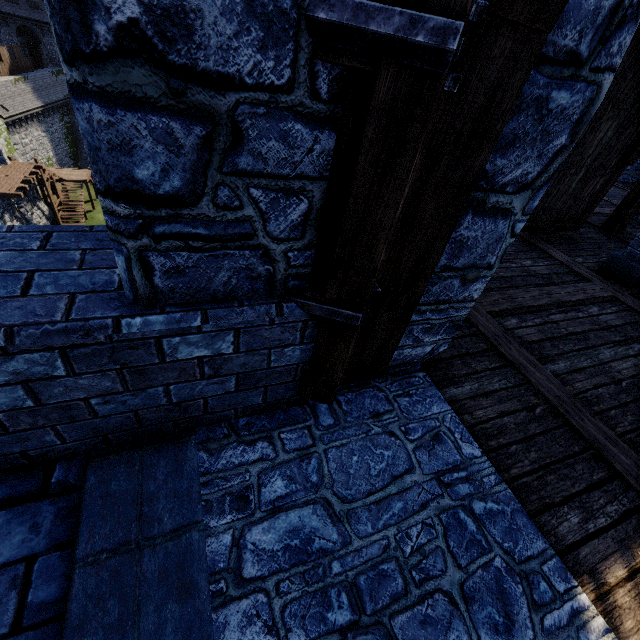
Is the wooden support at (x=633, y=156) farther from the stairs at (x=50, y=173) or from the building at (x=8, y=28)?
the building at (x=8, y=28)

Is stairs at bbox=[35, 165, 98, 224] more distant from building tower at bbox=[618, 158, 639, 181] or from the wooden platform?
building tower at bbox=[618, 158, 639, 181]

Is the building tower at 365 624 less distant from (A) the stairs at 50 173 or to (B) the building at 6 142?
(B) the building at 6 142

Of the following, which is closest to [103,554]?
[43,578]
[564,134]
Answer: [43,578]

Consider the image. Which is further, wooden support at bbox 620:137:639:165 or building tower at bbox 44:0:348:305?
wooden support at bbox 620:137:639:165

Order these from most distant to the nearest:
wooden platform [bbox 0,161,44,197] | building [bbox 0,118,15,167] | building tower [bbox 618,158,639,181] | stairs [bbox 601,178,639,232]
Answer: building [bbox 0,118,15,167]
wooden platform [bbox 0,161,44,197]
building tower [bbox 618,158,639,181]
stairs [bbox 601,178,639,232]

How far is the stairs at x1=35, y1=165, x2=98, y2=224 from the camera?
28.8m

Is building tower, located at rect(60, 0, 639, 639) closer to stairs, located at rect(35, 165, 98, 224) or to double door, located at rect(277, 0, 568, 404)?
double door, located at rect(277, 0, 568, 404)
